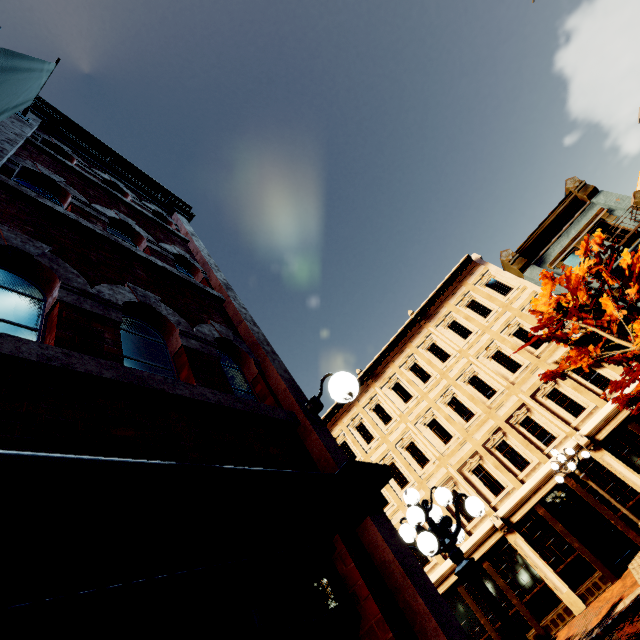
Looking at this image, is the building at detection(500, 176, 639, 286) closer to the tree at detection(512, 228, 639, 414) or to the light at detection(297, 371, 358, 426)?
the tree at detection(512, 228, 639, 414)

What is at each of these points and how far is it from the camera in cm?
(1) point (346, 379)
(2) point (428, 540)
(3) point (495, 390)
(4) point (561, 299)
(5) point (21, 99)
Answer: (1) light, 308
(2) light, 389
(3) building, 1636
(4) tree, 1392
(5) banner, 384

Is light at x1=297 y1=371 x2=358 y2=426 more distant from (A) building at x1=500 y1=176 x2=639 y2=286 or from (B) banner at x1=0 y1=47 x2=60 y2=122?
(A) building at x1=500 y1=176 x2=639 y2=286

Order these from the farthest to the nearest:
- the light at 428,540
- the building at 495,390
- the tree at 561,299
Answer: the tree at 561,299 < the light at 428,540 < the building at 495,390

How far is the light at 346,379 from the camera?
3.1m

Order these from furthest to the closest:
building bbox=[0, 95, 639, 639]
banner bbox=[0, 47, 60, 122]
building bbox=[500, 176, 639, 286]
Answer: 1. building bbox=[500, 176, 639, 286]
2. banner bbox=[0, 47, 60, 122]
3. building bbox=[0, 95, 639, 639]

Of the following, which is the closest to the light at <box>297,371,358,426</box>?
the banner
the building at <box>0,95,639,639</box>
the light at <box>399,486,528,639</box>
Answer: the light at <box>399,486,528,639</box>

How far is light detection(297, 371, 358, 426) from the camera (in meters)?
3.05
